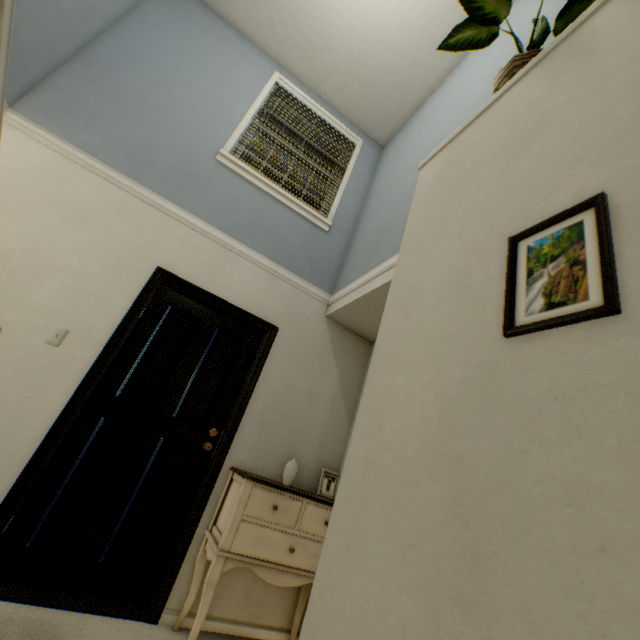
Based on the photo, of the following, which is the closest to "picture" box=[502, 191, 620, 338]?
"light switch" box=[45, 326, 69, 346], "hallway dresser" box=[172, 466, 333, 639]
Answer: "hallway dresser" box=[172, 466, 333, 639]

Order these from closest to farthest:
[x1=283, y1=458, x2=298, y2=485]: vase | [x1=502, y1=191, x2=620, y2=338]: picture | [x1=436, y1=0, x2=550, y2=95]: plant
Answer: [x1=502, y1=191, x2=620, y2=338]: picture, [x1=436, y1=0, x2=550, y2=95]: plant, [x1=283, y1=458, x2=298, y2=485]: vase

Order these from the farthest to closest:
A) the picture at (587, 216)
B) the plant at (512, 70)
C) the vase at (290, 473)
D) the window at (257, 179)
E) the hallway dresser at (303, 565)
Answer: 1. the window at (257, 179)
2. the vase at (290, 473)
3. the hallway dresser at (303, 565)
4. the plant at (512, 70)
5. the picture at (587, 216)

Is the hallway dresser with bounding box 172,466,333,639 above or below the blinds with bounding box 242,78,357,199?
below

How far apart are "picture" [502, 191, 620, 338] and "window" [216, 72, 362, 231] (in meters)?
2.79

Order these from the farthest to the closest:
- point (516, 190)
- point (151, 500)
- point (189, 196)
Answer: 1. point (189, 196)
2. point (151, 500)
3. point (516, 190)

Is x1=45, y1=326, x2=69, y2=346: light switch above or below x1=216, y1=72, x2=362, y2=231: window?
below

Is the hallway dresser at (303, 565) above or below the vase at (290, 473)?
below
